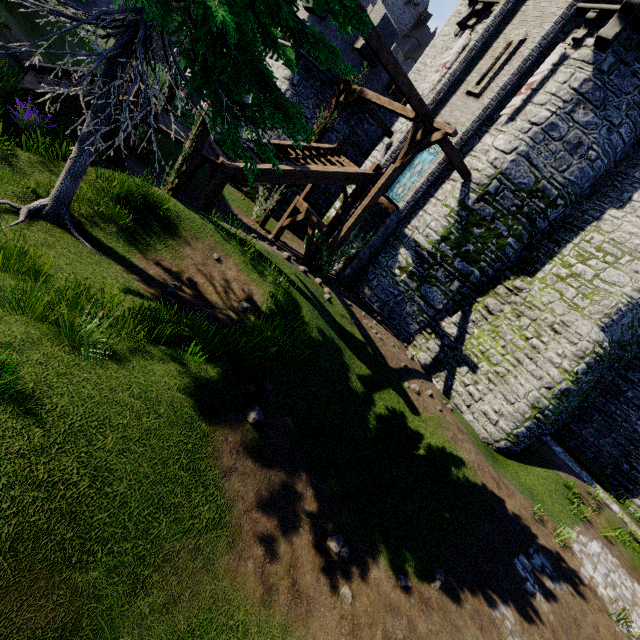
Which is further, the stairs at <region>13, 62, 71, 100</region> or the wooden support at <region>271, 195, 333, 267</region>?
the wooden support at <region>271, 195, 333, 267</region>

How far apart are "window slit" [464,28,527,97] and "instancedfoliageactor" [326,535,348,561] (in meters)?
16.97

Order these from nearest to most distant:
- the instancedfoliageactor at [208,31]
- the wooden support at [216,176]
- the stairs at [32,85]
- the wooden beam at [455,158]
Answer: the instancedfoliageactor at [208,31], the stairs at [32,85], the wooden support at [216,176], the wooden beam at [455,158]

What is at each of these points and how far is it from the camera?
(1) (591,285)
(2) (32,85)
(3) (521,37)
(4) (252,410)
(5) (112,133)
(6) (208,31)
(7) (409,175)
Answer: (1) building tower, 12.5m
(2) stairs, 7.5m
(3) window slit, 13.0m
(4) instancedfoliageactor, 5.3m
(5) stairs, 10.9m
(6) instancedfoliageactor, 4.1m
(7) window glass, 15.8m

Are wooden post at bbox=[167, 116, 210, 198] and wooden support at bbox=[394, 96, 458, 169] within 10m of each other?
yes

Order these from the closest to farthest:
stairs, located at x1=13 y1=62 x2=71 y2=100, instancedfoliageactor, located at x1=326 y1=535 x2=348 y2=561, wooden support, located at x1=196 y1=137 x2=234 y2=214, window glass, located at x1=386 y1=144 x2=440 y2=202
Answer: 1. instancedfoliageactor, located at x1=326 y1=535 x2=348 y2=561
2. stairs, located at x1=13 y1=62 x2=71 y2=100
3. wooden support, located at x1=196 y1=137 x2=234 y2=214
4. window glass, located at x1=386 y1=144 x2=440 y2=202

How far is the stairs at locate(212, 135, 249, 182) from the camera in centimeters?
1045cm

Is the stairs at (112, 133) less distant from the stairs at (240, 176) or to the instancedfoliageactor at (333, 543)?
the stairs at (240, 176)
